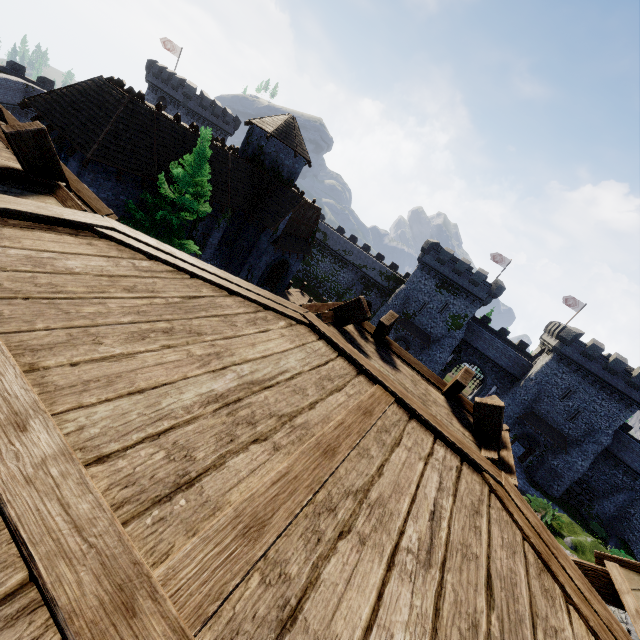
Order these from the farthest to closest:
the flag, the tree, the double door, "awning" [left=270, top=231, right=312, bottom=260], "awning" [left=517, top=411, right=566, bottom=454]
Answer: the flag, "awning" [left=517, top=411, right=566, bottom=454], the double door, "awning" [left=270, top=231, right=312, bottom=260], the tree

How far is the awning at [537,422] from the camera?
38.50m

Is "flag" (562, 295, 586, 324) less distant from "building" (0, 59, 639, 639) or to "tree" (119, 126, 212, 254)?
"building" (0, 59, 639, 639)

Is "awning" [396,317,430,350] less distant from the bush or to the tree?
the bush

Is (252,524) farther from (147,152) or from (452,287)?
(452,287)

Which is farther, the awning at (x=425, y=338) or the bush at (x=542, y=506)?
the awning at (x=425, y=338)

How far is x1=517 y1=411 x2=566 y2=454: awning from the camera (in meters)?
38.50

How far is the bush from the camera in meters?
27.7
